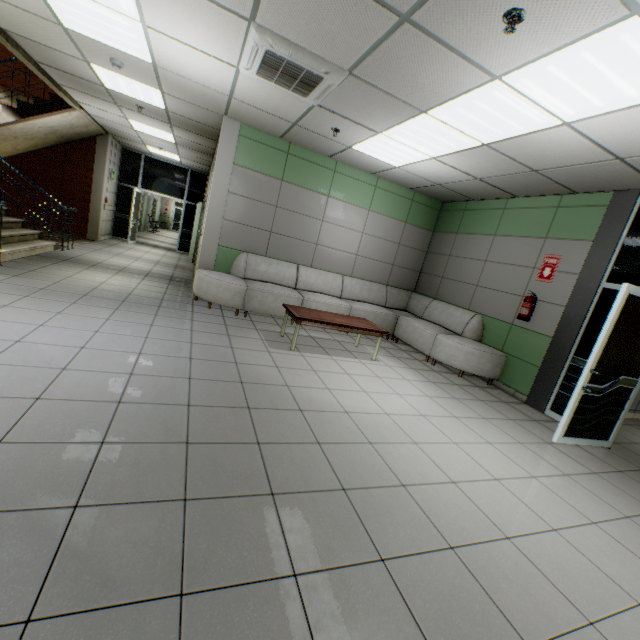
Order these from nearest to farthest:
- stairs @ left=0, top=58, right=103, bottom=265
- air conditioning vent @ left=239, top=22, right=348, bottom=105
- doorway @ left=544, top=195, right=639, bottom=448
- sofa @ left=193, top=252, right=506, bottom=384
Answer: air conditioning vent @ left=239, top=22, right=348, bottom=105 < doorway @ left=544, top=195, right=639, bottom=448 < sofa @ left=193, top=252, right=506, bottom=384 < stairs @ left=0, top=58, right=103, bottom=265

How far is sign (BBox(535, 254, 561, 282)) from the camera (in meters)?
5.04

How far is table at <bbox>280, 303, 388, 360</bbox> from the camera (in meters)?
4.65

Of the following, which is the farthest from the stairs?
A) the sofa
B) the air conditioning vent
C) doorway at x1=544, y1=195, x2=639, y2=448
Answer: doorway at x1=544, y1=195, x2=639, y2=448

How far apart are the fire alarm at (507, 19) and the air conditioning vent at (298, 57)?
1.5 meters

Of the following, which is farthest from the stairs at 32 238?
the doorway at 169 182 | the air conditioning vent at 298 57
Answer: the air conditioning vent at 298 57

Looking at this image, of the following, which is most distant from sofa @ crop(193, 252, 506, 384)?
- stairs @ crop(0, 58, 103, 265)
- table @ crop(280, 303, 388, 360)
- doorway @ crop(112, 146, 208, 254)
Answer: doorway @ crop(112, 146, 208, 254)

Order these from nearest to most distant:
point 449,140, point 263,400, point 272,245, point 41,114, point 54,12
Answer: point 263,400 < point 54,12 < point 449,140 < point 272,245 < point 41,114
